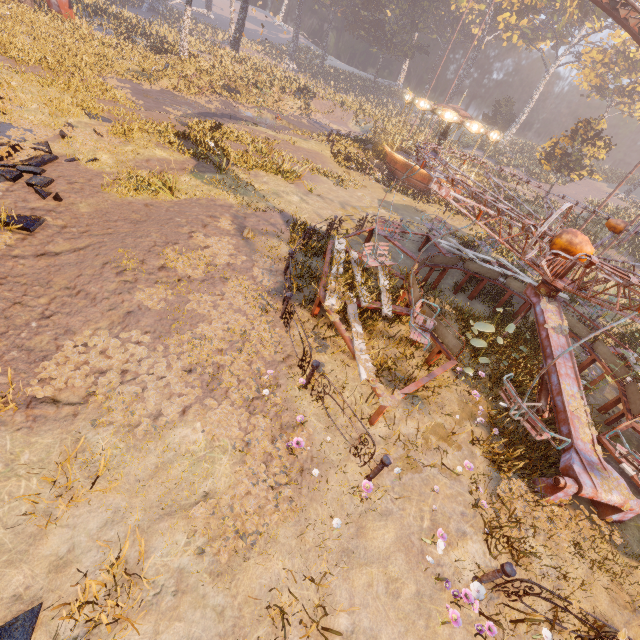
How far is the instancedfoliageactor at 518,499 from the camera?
5.2m

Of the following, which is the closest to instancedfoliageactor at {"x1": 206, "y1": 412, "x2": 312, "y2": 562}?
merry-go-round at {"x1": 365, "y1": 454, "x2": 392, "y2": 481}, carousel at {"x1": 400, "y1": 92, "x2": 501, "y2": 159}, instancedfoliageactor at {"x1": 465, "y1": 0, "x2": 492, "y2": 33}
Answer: merry-go-round at {"x1": 365, "y1": 454, "x2": 392, "y2": 481}

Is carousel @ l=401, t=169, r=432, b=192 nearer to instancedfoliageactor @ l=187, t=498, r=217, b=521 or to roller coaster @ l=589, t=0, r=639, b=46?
roller coaster @ l=589, t=0, r=639, b=46

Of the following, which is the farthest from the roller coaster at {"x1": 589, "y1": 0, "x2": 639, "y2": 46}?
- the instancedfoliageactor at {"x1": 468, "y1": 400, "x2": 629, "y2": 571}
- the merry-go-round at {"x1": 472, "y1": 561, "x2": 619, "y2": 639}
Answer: the merry-go-round at {"x1": 472, "y1": 561, "x2": 619, "y2": 639}

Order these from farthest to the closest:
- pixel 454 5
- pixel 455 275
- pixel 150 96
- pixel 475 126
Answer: pixel 454 5 < pixel 475 126 < pixel 150 96 < pixel 455 275

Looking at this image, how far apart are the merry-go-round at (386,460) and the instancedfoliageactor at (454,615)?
1.73m

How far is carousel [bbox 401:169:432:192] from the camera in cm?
2380

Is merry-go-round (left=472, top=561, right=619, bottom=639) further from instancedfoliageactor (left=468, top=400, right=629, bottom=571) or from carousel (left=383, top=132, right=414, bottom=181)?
carousel (left=383, top=132, right=414, bottom=181)
